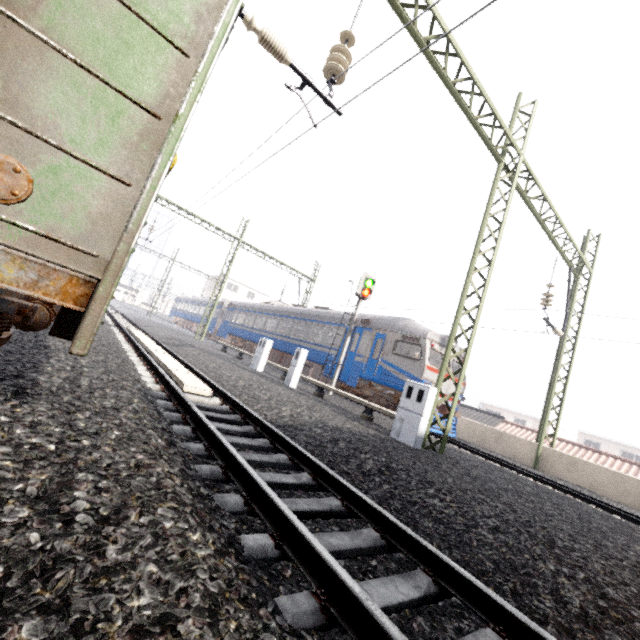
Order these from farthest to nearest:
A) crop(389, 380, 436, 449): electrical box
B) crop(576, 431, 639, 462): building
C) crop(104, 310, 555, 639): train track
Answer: crop(576, 431, 639, 462): building < crop(389, 380, 436, 449): electrical box < crop(104, 310, 555, 639): train track

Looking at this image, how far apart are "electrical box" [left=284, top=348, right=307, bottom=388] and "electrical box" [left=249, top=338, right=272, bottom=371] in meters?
2.4 m

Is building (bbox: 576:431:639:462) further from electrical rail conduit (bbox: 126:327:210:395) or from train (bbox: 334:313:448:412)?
electrical rail conduit (bbox: 126:327:210:395)

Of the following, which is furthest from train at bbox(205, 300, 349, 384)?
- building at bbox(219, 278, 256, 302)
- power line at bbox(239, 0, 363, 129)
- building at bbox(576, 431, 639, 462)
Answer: building at bbox(576, 431, 639, 462)

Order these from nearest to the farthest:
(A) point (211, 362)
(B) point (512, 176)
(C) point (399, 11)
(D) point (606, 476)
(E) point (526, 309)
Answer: (C) point (399, 11), (B) point (512, 176), (D) point (606, 476), (A) point (211, 362), (E) point (526, 309)

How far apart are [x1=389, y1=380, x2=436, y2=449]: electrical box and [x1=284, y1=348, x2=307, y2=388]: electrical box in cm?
480

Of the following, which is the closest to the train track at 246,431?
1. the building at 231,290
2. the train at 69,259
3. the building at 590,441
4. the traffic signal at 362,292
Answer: the train at 69,259

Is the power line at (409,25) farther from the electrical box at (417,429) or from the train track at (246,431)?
the train track at (246,431)
